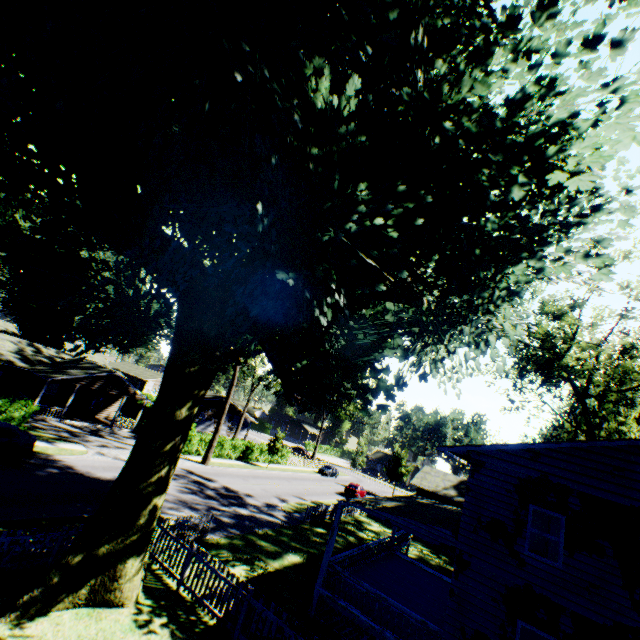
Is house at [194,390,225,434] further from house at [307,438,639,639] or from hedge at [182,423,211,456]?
house at [307,438,639,639]

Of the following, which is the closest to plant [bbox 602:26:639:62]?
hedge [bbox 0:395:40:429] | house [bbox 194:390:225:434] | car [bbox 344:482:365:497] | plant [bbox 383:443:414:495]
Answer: hedge [bbox 0:395:40:429]

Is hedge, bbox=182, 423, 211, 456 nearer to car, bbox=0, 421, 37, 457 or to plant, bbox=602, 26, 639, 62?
plant, bbox=602, 26, 639, 62

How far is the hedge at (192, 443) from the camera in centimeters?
3444cm

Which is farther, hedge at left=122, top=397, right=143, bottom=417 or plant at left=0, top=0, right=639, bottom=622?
hedge at left=122, top=397, right=143, bottom=417

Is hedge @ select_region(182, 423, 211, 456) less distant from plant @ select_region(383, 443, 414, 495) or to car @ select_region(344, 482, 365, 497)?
car @ select_region(344, 482, 365, 497)

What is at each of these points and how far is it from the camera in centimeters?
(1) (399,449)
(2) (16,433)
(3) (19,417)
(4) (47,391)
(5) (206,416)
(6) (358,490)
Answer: (1) plant, 5256cm
(2) car, 1923cm
(3) hedge, 2269cm
(4) house, 4197cm
(5) house, 4912cm
(6) car, 4106cm

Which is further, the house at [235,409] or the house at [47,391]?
the house at [235,409]
